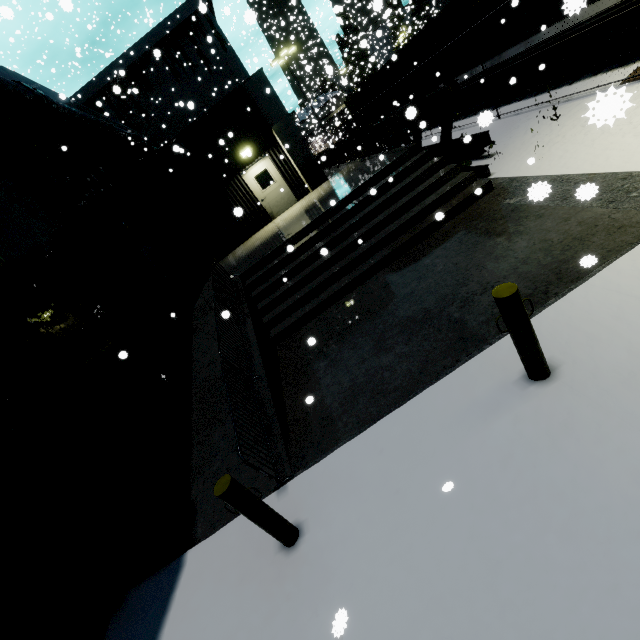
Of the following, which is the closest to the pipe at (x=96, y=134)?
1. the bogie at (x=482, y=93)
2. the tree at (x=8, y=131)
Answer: the tree at (x=8, y=131)

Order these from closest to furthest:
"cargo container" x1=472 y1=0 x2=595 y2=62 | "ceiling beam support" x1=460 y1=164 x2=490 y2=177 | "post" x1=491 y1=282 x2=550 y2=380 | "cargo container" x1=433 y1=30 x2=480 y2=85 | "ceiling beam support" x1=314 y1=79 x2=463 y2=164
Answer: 1. "post" x1=491 y1=282 x2=550 y2=380
2. "ceiling beam support" x1=314 y1=79 x2=463 y2=164
3. "ceiling beam support" x1=460 y1=164 x2=490 y2=177
4. "cargo container" x1=472 y1=0 x2=595 y2=62
5. "cargo container" x1=433 y1=30 x2=480 y2=85

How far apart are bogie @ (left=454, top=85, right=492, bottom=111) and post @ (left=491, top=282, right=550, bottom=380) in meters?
13.9 m

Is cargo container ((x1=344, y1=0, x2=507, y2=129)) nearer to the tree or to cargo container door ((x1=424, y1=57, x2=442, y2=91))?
cargo container door ((x1=424, y1=57, x2=442, y2=91))

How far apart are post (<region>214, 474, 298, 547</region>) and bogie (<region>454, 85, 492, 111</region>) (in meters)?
16.53

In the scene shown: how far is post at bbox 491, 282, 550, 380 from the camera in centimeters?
288cm

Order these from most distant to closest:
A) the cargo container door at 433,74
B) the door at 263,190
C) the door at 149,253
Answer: the cargo container door at 433,74 → the door at 263,190 → the door at 149,253

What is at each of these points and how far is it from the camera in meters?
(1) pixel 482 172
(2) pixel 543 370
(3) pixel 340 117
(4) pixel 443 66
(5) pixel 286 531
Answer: (1) ceiling beam support, 8.5
(2) post, 3.2
(3) coal car, 51.2
(4) cargo container, 14.4
(5) post, 3.5
